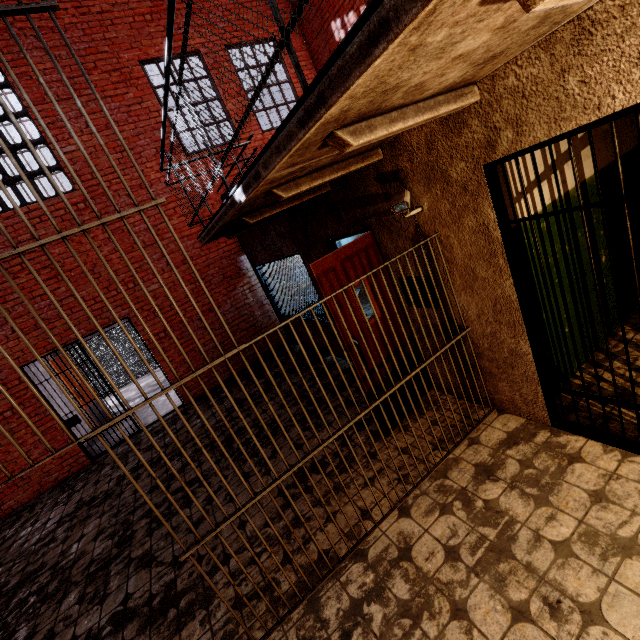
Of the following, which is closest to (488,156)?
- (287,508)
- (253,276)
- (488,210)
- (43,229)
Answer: (488,210)

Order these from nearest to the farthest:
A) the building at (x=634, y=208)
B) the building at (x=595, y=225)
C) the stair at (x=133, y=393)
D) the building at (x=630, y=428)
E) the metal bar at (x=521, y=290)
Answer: the metal bar at (x=521, y=290), the building at (x=630, y=428), the building at (x=595, y=225), the building at (x=634, y=208), the stair at (x=133, y=393)

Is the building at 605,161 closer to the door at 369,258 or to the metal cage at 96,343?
the door at 369,258

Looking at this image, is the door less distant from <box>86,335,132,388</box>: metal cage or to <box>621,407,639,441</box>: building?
<box>621,407,639,441</box>: building

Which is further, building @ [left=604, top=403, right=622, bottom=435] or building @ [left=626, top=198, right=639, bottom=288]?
building @ [left=626, top=198, right=639, bottom=288]

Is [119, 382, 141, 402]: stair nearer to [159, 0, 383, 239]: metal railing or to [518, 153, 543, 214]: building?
[159, 0, 383, 239]: metal railing

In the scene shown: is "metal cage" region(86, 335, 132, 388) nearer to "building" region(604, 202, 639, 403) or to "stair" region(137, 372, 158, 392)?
"stair" region(137, 372, 158, 392)

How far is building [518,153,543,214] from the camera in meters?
2.8
